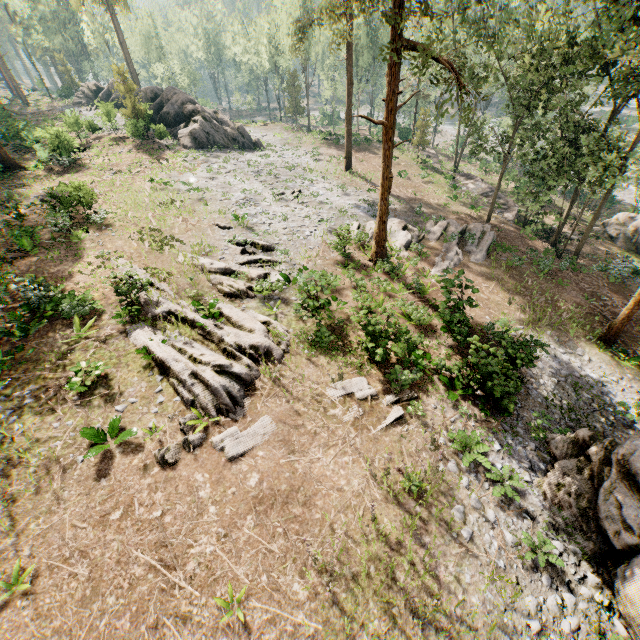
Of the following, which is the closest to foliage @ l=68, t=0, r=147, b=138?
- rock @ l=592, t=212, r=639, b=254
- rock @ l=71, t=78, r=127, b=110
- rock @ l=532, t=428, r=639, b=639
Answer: rock @ l=71, t=78, r=127, b=110

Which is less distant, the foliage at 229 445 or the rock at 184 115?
the foliage at 229 445

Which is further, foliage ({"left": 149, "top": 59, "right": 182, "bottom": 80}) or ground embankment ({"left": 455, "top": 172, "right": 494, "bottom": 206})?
foliage ({"left": 149, "top": 59, "right": 182, "bottom": 80})

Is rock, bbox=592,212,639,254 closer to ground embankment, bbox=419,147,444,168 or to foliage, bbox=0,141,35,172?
foliage, bbox=0,141,35,172

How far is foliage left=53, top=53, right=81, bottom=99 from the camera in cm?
5453

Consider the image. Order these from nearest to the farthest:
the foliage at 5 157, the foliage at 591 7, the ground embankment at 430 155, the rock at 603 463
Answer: the rock at 603 463 < the foliage at 591 7 < the foliage at 5 157 < the ground embankment at 430 155

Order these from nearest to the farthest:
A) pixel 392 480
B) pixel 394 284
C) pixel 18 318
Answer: pixel 392 480
pixel 18 318
pixel 394 284

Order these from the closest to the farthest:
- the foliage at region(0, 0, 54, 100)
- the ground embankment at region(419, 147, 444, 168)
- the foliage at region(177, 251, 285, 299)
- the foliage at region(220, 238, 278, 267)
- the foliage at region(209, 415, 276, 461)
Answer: the foliage at region(209, 415, 276, 461), the foliage at region(177, 251, 285, 299), the foliage at region(220, 238, 278, 267), the ground embankment at region(419, 147, 444, 168), the foliage at region(0, 0, 54, 100)
